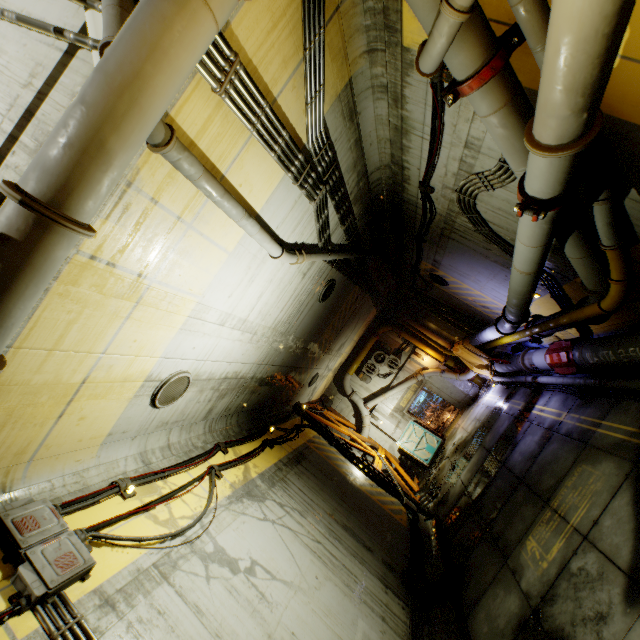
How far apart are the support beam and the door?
18.2 meters

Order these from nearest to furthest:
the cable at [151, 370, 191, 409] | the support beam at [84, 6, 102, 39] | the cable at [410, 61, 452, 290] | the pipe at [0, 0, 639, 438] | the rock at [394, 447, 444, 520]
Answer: the pipe at [0, 0, 639, 438] → the support beam at [84, 6, 102, 39] → the cable at [410, 61, 452, 290] → the cable at [151, 370, 191, 409] → the rock at [394, 447, 444, 520]

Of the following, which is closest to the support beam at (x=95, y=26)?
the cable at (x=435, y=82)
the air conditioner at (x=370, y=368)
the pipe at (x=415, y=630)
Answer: the cable at (x=435, y=82)

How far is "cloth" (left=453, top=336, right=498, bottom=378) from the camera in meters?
14.4 m

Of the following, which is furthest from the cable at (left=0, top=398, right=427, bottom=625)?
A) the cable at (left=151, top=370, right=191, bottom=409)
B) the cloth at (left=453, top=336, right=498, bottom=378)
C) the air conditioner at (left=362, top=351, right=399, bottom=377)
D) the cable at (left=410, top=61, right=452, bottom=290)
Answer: the cable at (left=410, top=61, right=452, bottom=290)

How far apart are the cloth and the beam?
6.42m

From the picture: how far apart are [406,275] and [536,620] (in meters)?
12.20

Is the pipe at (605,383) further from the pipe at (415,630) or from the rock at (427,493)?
the pipe at (415,630)
